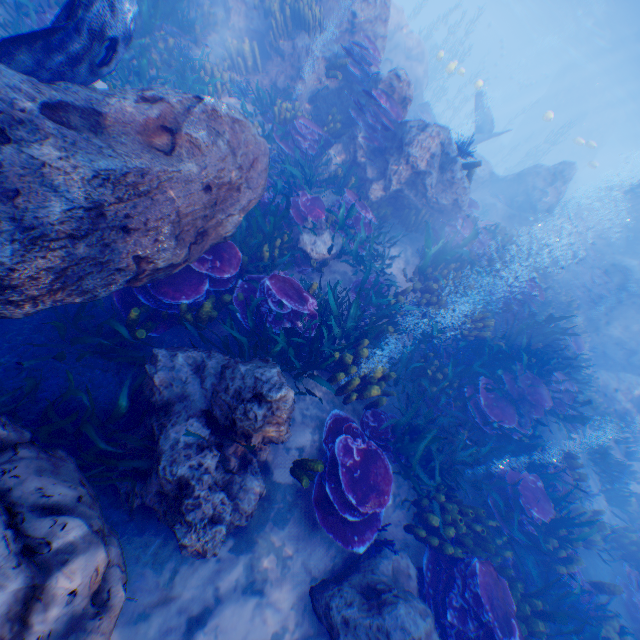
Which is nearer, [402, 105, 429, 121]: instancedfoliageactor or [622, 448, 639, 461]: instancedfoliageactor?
[622, 448, 639, 461]: instancedfoliageactor

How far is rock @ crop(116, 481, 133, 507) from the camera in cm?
347

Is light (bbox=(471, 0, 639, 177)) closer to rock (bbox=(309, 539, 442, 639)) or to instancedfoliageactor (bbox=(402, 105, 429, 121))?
instancedfoliageactor (bbox=(402, 105, 429, 121))

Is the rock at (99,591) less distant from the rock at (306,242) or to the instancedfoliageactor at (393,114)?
the instancedfoliageactor at (393,114)

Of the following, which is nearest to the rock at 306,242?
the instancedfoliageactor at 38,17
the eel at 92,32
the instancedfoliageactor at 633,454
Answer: the instancedfoliageactor at 38,17

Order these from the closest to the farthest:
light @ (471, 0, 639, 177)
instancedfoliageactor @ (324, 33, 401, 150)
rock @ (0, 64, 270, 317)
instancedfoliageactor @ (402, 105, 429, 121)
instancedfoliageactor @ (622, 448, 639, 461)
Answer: rock @ (0, 64, 270, 317) → instancedfoliageactor @ (324, 33, 401, 150) → instancedfoliageactor @ (622, 448, 639, 461) → instancedfoliageactor @ (402, 105, 429, 121) → light @ (471, 0, 639, 177)

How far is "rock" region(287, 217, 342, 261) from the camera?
7.1 meters

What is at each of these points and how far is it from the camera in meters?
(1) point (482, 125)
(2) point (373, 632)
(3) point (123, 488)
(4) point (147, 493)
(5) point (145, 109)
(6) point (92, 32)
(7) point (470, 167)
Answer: (1) plane, 19.4 m
(2) rock, 3.8 m
(3) rock, 3.5 m
(4) rock, 3.4 m
(5) rock, 4.0 m
(6) eel, 4.0 m
(7) instancedfoliageactor, 8.5 m
